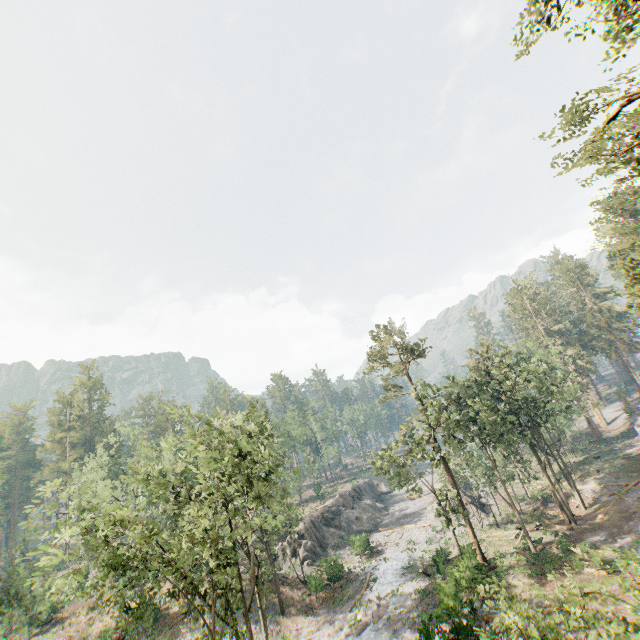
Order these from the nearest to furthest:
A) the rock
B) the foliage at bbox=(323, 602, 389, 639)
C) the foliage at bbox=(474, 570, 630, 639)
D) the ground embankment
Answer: the foliage at bbox=(474, 570, 630, 639)
the foliage at bbox=(323, 602, 389, 639)
the rock
the ground embankment

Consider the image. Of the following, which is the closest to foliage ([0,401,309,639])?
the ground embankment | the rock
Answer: the ground embankment

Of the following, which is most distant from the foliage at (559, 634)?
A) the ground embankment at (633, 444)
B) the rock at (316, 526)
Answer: the rock at (316, 526)

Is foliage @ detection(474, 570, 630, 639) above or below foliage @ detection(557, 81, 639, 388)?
below

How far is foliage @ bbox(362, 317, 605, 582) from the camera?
30.4m

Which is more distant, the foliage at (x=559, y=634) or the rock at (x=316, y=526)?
the rock at (x=316, y=526)

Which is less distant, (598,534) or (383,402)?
(598,534)
